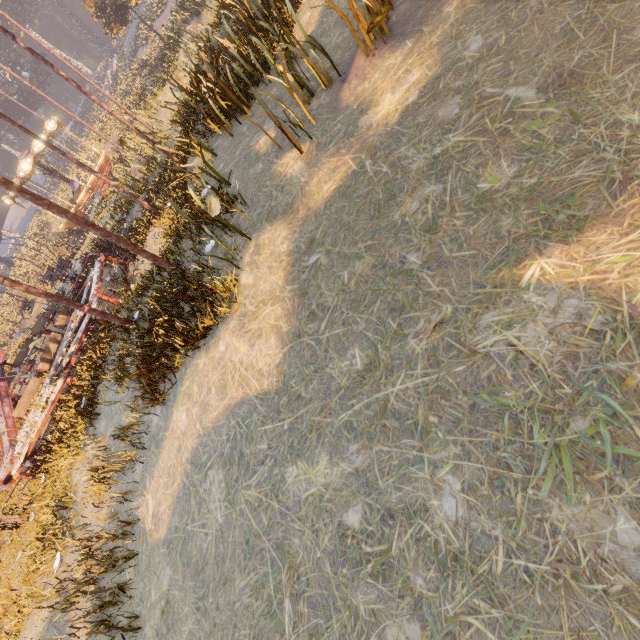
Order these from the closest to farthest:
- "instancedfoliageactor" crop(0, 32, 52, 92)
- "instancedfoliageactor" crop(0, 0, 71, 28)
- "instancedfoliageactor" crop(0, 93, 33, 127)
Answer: "instancedfoliageactor" crop(0, 32, 52, 92), "instancedfoliageactor" crop(0, 93, 33, 127), "instancedfoliageactor" crop(0, 0, 71, 28)

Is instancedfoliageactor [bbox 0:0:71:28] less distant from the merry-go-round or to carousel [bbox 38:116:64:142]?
carousel [bbox 38:116:64:142]

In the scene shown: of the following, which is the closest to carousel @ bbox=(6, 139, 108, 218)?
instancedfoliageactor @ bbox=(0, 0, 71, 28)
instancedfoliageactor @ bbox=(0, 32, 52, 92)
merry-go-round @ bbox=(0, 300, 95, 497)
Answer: instancedfoliageactor @ bbox=(0, 32, 52, 92)

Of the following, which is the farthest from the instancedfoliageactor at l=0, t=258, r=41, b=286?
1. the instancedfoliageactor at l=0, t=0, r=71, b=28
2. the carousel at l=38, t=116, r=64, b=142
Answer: the instancedfoliageactor at l=0, t=0, r=71, b=28

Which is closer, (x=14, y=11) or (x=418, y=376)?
(x=418, y=376)

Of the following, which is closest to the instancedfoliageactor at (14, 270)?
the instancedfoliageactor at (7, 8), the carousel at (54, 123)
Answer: the carousel at (54, 123)

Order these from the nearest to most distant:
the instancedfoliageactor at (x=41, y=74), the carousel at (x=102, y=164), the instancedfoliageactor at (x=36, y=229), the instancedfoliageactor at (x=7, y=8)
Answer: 1. the carousel at (x=102, y=164)
2. the instancedfoliageactor at (x=36, y=229)
3. the instancedfoliageactor at (x=41, y=74)
4. the instancedfoliageactor at (x=7, y=8)

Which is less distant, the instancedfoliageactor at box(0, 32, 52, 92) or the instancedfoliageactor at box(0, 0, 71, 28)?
the instancedfoliageactor at box(0, 32, 52, 92)
